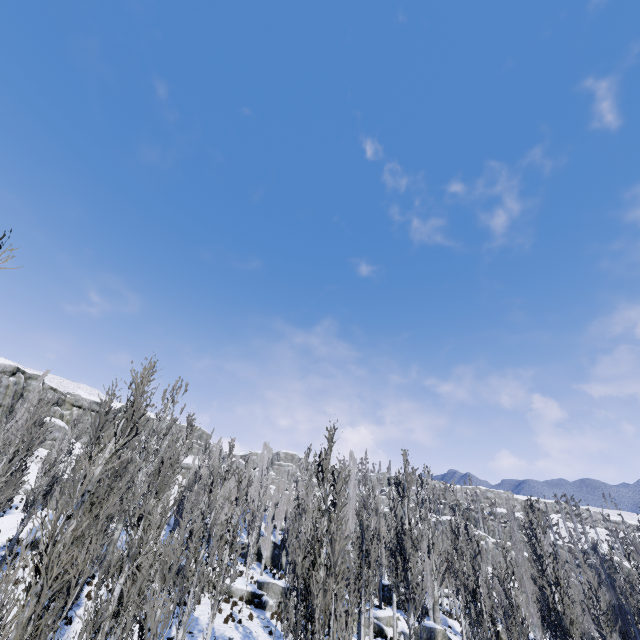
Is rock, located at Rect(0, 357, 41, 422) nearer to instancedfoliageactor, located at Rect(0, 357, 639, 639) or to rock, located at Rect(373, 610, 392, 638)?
instancedfoliageactor, located at Rect(0, 357, 639, 639)

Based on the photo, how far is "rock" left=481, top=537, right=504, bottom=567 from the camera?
56.5m

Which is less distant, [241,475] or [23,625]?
[23,625]

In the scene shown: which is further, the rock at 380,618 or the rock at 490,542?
the rock at 490,542

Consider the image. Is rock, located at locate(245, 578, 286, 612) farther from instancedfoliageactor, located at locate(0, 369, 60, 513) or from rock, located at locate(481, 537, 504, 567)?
rock, located at locate(481, 537, 504, 567)

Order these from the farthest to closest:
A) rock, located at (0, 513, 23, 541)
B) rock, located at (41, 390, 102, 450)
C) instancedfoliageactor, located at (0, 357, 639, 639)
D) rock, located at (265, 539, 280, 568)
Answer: rock, located at (41, 390, 102, 450) → rock, located at (265, 539, 280, 568) → rock, located at (0, 513, 23, 541) → instancedfoliageactor, located at (0, 357, 639, 639)

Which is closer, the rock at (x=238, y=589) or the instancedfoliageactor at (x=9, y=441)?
the instancedfoliageactor at (x=9, y=441)

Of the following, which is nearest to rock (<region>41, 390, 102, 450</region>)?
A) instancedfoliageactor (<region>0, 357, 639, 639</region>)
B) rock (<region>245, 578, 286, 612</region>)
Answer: instancedfoliageactor (<region>0, 357, 639, 639</region>)
